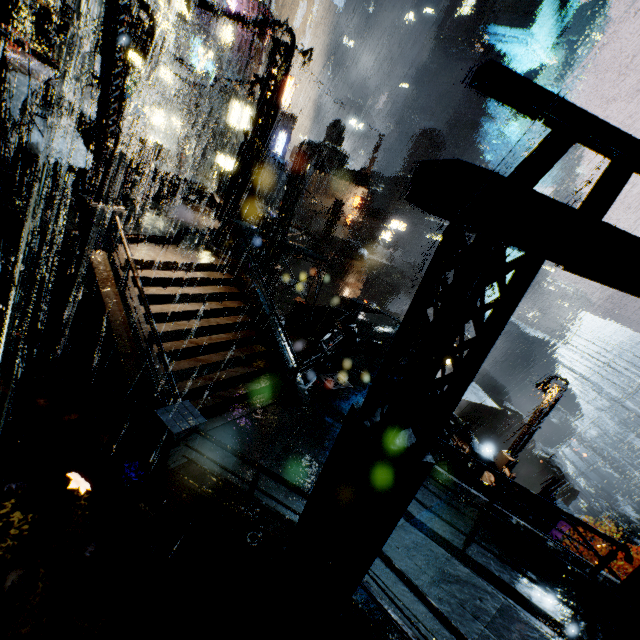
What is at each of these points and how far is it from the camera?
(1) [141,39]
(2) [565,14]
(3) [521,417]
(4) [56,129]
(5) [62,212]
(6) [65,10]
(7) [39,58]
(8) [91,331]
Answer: (1) building vent, 17.5 meters
(2) building, 57.0 meters
(3) rock, 55.7 meters
(4) building, 18.4 meters
(5) building, 12.0 meters
(6) pipe, 15.2 meters
(7) building, 14.2 meters
(8) building, 9.7 meters

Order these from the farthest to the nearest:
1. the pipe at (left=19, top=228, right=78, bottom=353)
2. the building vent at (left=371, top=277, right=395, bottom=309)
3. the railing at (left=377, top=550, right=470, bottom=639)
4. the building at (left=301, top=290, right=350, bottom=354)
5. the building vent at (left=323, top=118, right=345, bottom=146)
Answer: the building vent at (left=323, top=118, right=345, bottom=146) < the building vent at (left=371, top=277, right=395, bottom=309) < the building at (left=301, top=290, right=350, bottom=354) < the pipe at (left=19, top=228, right=78, bottom=353) < the railing at (left=377, top=550, right=470, bottom=639)

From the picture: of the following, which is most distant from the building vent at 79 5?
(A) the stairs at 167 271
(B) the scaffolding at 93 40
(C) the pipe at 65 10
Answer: (A) the stairs at 167 271

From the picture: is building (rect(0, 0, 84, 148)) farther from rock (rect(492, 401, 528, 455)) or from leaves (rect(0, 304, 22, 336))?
rock (rect(492, 401, 528, 455))

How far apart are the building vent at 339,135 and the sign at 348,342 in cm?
5272

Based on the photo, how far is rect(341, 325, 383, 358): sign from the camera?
16.83m

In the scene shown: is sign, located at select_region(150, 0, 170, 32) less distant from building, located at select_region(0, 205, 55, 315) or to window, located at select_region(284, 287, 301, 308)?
building, located at select_region(0, 205, 55, 315)

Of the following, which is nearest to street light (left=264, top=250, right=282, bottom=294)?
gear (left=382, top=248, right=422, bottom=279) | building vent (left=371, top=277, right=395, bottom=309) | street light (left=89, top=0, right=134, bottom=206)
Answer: street light (left=89, top=0, right=134, bottom=206)
